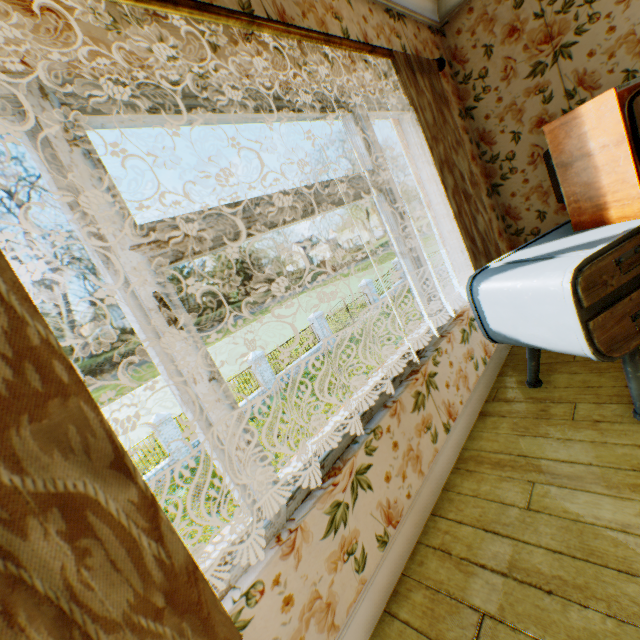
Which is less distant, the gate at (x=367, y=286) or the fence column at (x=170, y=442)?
the fence column at (x=170, y=442)

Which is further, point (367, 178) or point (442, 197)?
point (442, 197)

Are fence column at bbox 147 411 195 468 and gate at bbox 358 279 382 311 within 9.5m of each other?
no

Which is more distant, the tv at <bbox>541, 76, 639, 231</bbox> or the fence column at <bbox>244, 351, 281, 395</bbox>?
the fence column at <bbox>244, 351, 281, 395</bbox>

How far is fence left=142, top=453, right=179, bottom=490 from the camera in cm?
1302

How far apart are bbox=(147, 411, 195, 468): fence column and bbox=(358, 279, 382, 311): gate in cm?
1538

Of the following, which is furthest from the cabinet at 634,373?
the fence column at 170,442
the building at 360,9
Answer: the fence column at 170,442

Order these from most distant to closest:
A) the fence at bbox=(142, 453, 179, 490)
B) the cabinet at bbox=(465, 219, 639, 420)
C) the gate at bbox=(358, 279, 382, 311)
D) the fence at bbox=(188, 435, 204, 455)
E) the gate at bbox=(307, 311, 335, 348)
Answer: the gate at bbox=(358, 279, 382, 311) < the gate at bbox=(307, 311, 335, 348) < the fence at bbox=(188, 435, 204, 455) < the fence at bbox=(142, 453, 179, 490) < the cabinet at bbox=(465, 219, 639, 420)
